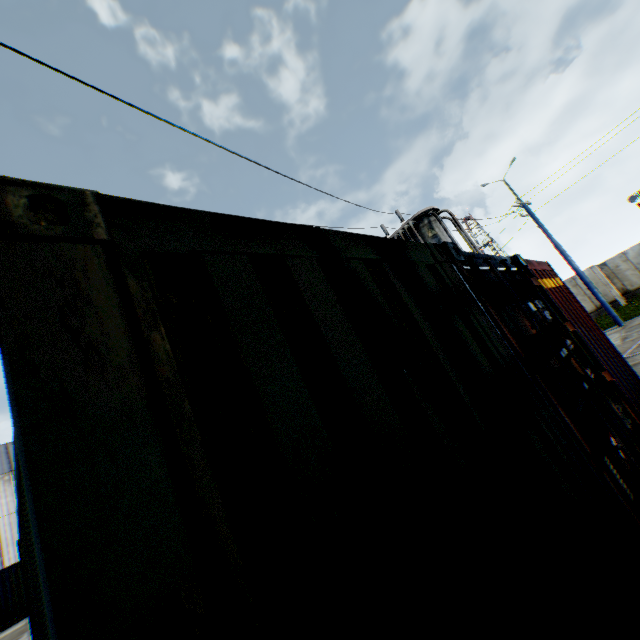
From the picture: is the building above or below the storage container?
above

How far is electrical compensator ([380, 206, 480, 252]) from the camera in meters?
9.5

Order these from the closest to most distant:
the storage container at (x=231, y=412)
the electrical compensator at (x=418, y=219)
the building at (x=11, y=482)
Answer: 1. the storage container at (x=231, y=412)
2. the electrical compensator at (x=418, y=219)
3. the building at (x=11, y=482)

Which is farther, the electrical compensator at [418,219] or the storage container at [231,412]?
the electrical compensator at [418,219]

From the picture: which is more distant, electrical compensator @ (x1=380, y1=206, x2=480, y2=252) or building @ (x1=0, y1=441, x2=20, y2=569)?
building @ (x1=0, y1=441, x2=20, y2=569)

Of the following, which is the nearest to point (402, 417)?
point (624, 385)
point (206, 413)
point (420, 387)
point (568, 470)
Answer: point (420, 387)

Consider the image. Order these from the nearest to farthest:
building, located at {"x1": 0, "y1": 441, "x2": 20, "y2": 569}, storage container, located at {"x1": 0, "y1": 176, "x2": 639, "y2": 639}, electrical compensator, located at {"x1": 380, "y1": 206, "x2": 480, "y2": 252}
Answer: storage container, located at {"x1": 0, "y1": 176, "x2": 639, "y2": 639}
electrical compensator, located at {"x1": 380, "y1": 206, "x2": 480, "y2": 252}
building, located at {"x1": 0, "y1": 441, "x2": 20, "y2": 569}

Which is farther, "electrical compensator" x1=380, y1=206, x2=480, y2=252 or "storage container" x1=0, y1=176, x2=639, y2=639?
"electrical compensator" x1=380, y1=206, x2=480, y2=252
